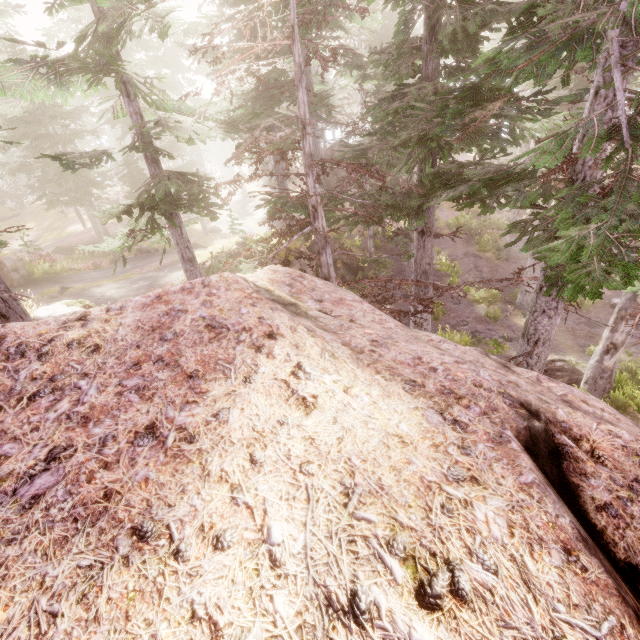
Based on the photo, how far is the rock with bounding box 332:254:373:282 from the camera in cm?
2303

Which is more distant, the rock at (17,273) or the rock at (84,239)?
the rock at (84,239)

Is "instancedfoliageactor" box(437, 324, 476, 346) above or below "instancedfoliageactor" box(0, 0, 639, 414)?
below

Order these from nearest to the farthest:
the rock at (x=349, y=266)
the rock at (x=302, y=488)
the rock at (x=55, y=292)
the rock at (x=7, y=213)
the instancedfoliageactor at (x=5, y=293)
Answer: the rock at (x=302, y=488)
the instancedfoliageactor at (x=5, y=293)
the rock at (x=55, y=292)
the rock at (x=349, y=266)
the rock at (x=7, y=213)

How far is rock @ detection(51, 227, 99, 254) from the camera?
27.8 meters

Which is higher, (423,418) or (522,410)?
(423,418)

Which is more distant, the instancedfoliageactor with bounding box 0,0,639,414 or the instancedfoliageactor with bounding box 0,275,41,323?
the instancedfoliageactor with bounding box 0,275,41,323

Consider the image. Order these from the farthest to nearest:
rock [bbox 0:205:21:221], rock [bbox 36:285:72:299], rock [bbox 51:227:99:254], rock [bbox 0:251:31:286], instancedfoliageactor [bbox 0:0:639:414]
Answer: rock [bbox 0:205:21:221] → rock [bbox 51:227:99:254] → rock [bbox 0:251:31:286] → rock [bbox 36:285:72:299] → instancedfoliageactor [bbox 0:0:639:414]
